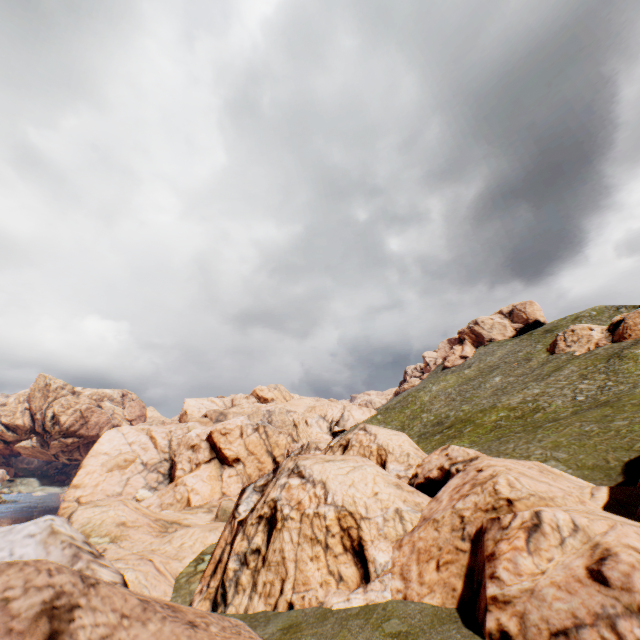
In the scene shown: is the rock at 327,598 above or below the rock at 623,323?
below

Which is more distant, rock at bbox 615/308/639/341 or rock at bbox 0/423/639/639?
rock at bbox 615/308/639/341

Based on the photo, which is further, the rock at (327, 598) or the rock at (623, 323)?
the rock at (623, 323)

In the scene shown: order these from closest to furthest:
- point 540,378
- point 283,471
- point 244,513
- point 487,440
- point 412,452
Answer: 1. point 283,471
2. point 244,513
3. point 412,452
4. point 487,440
5. point 540,378

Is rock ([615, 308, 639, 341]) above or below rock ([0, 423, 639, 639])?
above
